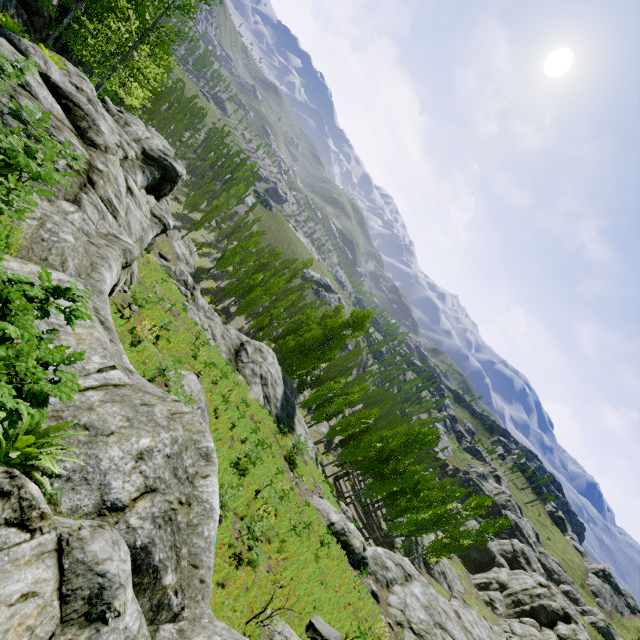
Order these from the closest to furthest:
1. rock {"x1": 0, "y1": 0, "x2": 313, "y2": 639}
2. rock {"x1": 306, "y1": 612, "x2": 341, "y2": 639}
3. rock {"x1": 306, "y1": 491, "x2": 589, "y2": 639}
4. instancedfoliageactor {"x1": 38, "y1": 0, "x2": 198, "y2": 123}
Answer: rock {"x1": 0, "y1": 0, "x2": 313, "y2": 639} → rock {"x1": 306, "y1": 612, "x2": 341, "y2": 639} → instancedfoliageactor {"x1": 38, "y1": 0, "x2": 198, "y2": 123} → rock {"x1": 306, "y1": 491, "x2": 589, "y2": 639}

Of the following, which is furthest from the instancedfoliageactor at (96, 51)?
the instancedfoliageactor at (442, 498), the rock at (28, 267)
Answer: the instancedfoliageactor at (442, 498)

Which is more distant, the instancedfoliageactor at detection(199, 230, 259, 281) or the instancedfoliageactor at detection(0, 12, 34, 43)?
the instancedfoliageactor at detection(199, 230, 259, 281)

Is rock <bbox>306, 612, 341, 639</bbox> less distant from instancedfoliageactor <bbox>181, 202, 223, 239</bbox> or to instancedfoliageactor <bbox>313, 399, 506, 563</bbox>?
instancedfoliageactor <bbox>181, 202, 223, 239</bbox>

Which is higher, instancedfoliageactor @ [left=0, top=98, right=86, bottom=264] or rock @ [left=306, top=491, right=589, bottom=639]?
instancedfoliageactor @ [left=0, top=98, right=86, bottom=264]

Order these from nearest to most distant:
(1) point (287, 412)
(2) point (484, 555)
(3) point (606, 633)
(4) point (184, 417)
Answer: (4) point (184, 417) → (1) point (287, 412) → (2) point (484, 555) → (3) point (606, 633)

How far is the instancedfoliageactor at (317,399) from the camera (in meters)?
38.12
